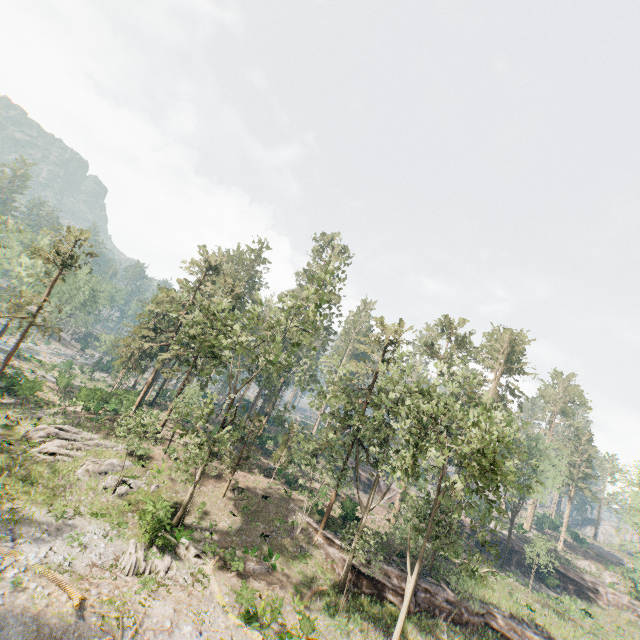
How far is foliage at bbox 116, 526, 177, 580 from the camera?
18.2 meters

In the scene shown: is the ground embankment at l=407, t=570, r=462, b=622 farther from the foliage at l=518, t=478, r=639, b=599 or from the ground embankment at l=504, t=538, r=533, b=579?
the ground embankment at l=504, t=538, r=533, b=579

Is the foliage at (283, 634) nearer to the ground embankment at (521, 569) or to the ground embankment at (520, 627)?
the ground embankment at (520, 627)

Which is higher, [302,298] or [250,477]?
[302,298]

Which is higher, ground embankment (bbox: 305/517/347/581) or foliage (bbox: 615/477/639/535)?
foliage (bbox: 615/477/639/535)
